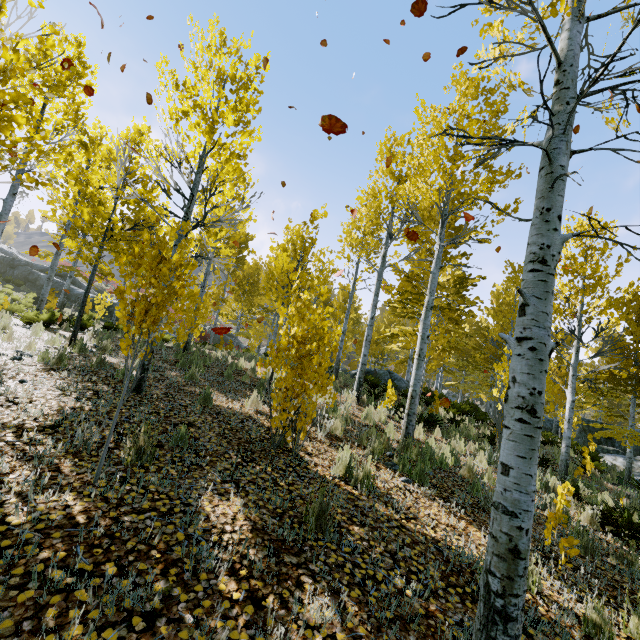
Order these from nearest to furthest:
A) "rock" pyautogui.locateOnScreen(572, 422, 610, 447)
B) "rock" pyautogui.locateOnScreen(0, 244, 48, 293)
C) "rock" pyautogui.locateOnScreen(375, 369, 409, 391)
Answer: "rock" pyautogui.locateOnScreen(375, 369, 409, 391)
"rock" pyautogui.locateOnScreen(572, 422, 610, 447)
"rock" pyautogui.locateOnScreen(0, 244, 48, 293)

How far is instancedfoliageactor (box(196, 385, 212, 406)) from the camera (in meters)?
5.61

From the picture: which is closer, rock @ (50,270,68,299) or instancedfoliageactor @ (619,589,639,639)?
instancedfoliageactor @ (619,589,639,639)

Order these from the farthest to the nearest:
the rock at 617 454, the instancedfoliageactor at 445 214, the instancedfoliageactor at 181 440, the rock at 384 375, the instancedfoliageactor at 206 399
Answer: the rock at 384 375
the rock at 617 454
the instancedfoliageactor at 206 399
the instancedfoliageactor at 181 440
the instancedfoliageactor at 445 214

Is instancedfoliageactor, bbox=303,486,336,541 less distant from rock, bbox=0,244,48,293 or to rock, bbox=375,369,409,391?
rock, bbox=375,369,409,391

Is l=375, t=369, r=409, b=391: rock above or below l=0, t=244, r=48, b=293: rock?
below

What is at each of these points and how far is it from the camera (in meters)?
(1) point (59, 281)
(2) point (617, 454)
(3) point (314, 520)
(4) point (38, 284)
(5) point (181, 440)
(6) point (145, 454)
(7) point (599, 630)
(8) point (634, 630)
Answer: (1) rock, 26.92
(2) rock, 16.98
(3) instancedfoliageactor, 3.01
(4) rock, 26.53
(5) instancedfoliageactor, 4.00
(6) instancedfoliageactor, 3.38
(7) instancedfoliageactor, 2.70
(8) instancedfoliageactor, 2.90

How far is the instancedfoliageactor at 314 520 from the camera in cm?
295
